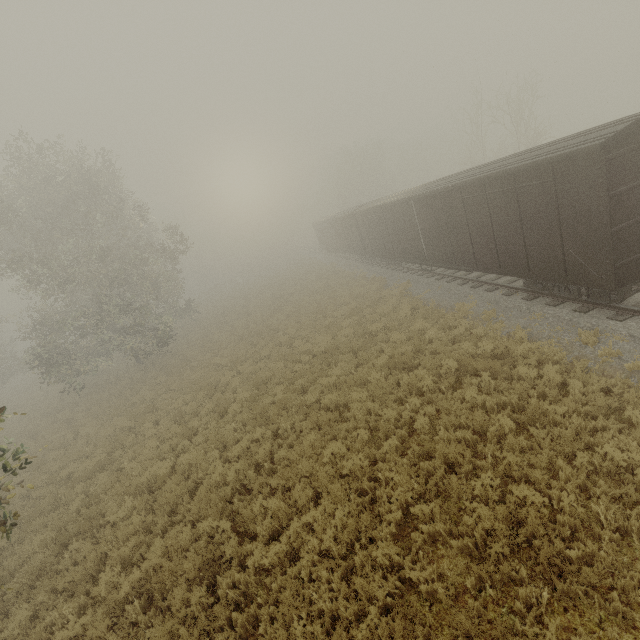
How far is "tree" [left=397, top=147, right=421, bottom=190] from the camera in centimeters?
5256cm

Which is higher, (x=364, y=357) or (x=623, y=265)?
(x=623, y=265)

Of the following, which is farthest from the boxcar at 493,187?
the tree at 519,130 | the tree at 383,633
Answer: the tree at 519,130

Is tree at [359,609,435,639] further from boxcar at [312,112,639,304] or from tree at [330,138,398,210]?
tree at [330,138,398,210]

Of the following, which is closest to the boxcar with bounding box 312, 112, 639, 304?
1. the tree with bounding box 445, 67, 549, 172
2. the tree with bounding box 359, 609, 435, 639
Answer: the tree with bounding box 359, 609, 435, 639
